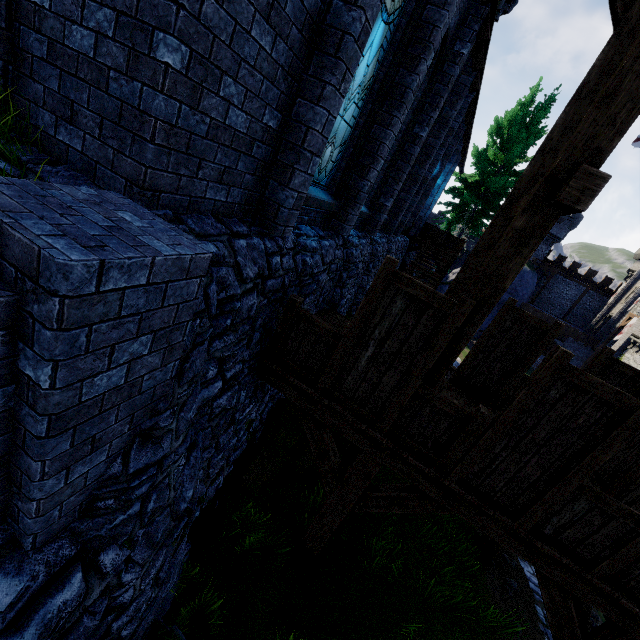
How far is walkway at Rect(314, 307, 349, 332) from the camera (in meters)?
7.22

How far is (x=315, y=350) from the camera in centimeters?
467cm

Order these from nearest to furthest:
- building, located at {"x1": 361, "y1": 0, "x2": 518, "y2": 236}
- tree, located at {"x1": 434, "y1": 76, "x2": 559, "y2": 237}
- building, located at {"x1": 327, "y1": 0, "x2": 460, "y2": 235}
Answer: building, located at {"x1": 327, "y1": 0, "x2": 460, "y2": 235}, building, located at {"x1": 361, "y1": 0, "x2": 518, "y2": 236}, tree, located at {"x1": 434, "y1": 76, "x2": 559, "y2": 237}

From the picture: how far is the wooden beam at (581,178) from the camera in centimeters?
283cm

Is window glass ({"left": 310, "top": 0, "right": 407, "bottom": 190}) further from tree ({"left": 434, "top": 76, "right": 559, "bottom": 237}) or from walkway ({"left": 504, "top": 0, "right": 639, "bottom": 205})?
tree ({"left": 434, "top": 76, "right": 559, "bottom": 237})

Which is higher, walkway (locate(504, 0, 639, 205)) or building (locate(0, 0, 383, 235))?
walkway (locate(504, 0, 639, 205))

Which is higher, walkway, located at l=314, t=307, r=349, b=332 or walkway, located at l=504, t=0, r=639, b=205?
walkway, located at l=504, t=0, r=639, b=205

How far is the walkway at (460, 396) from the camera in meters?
6.6 m
